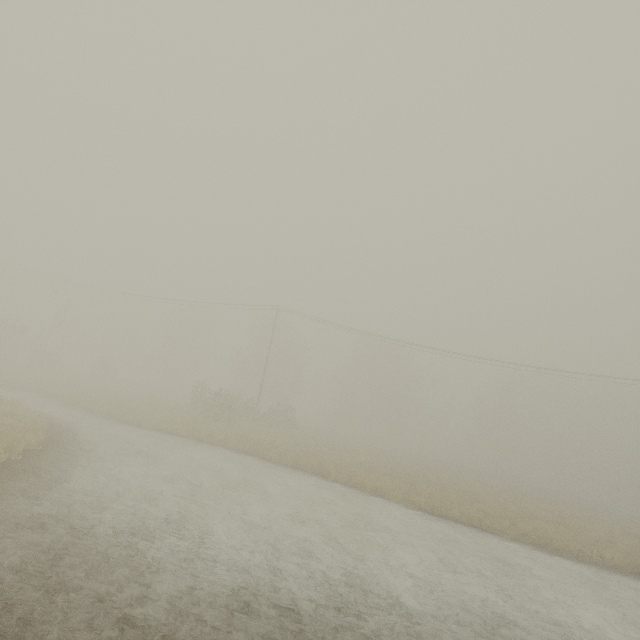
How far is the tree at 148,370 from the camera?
56.7 meters

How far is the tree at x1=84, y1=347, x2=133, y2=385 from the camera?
40.1m

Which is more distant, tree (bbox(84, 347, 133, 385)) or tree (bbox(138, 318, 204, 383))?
tree (bbox(138, 318, 204, 383))

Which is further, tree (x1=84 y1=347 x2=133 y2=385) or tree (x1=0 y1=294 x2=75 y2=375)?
tree (x1=84 y1=347 x2=133 y2=385)

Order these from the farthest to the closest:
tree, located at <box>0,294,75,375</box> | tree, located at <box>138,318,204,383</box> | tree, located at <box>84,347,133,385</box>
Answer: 1. tree, located at <box>138,318,204,383</box>
2. tree, located at <box>84,347,133,385</box>
3. tree, located at <box>0,294,75,375</box>

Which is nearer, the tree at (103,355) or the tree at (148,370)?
the tree at (103,355)

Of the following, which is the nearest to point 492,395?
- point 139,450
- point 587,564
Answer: point 587,564
